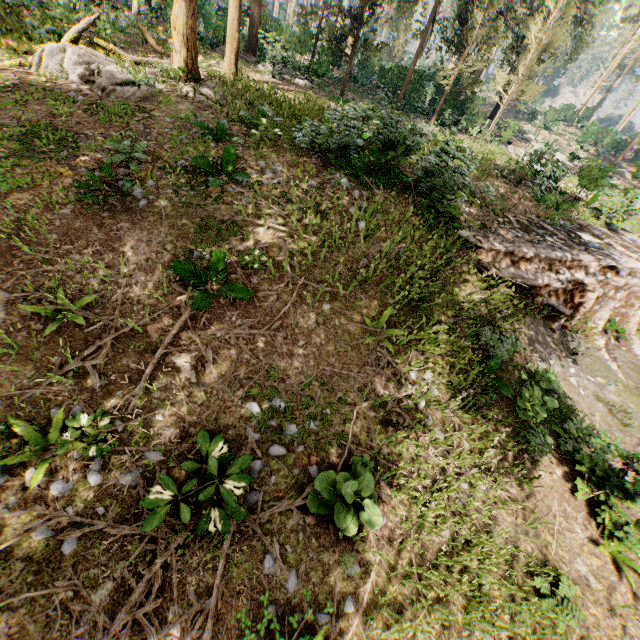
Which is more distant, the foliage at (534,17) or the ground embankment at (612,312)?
the foliage at (534,17)

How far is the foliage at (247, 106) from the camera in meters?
11.9 m

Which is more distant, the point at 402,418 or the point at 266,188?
the point at 266,188

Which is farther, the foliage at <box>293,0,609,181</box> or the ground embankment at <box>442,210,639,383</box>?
the foliage at <box>293,0,609,181</box>

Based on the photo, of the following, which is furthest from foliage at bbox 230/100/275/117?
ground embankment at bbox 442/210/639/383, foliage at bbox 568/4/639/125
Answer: foliage at bbox 568/4/639/125

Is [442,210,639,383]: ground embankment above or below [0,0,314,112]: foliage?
below

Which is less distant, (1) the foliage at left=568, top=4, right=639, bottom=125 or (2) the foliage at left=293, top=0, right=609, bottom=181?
(2) the foliage at left=293, top=0, right=609, bottom=181
